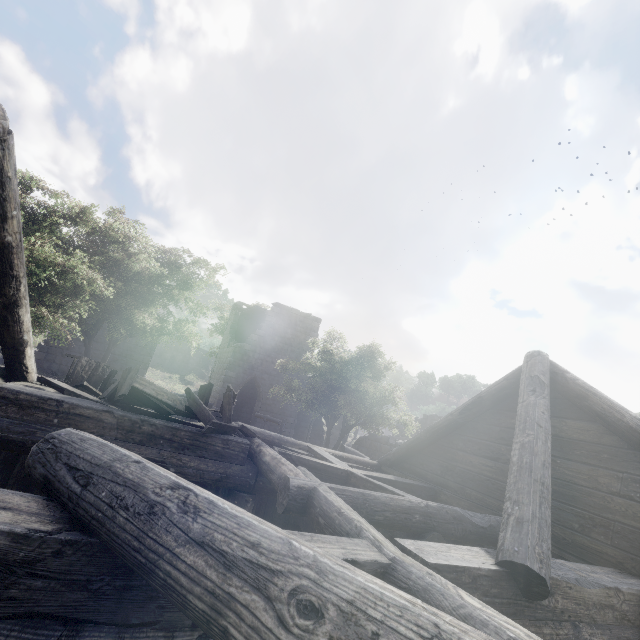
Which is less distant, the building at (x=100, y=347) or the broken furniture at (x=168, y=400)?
the broken furniture at (x=168, y=400)

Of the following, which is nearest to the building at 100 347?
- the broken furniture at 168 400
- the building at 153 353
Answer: the broken furniture at 168 400

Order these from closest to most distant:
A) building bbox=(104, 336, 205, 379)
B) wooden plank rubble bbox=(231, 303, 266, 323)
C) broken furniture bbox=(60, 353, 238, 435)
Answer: broken furniture bbox=(60, 353, 238, 435)
building bbox=(104, 336, 205, 379)
wooden plank rubble bbox=(231, 303, 266, 323)

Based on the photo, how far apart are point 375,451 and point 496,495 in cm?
1004

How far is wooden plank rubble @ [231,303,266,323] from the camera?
24.12m

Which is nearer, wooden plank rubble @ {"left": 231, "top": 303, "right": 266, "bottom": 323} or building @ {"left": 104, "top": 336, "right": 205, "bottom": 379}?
building @ {"left": 104, "top": 336, "right": 205, "bottom": 379}

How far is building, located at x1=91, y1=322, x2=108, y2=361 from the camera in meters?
18.5

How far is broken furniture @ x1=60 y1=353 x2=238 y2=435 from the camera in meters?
5.5 m
